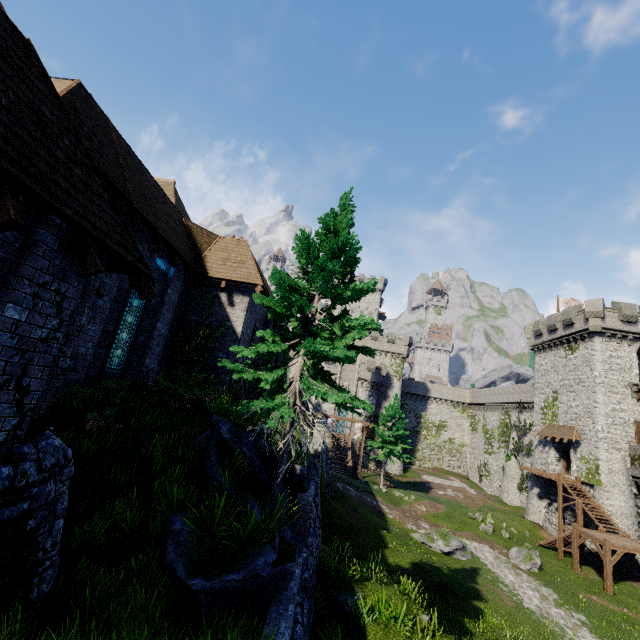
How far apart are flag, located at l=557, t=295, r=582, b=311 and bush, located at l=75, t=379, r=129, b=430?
Answer: 46.4m

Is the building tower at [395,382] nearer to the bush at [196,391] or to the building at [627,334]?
the building at [627,334]

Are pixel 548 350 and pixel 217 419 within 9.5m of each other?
no

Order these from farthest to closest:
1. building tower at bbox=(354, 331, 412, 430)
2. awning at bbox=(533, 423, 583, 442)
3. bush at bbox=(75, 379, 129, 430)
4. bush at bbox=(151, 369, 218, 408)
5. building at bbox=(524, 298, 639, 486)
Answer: building tower at bbox=(354, 331, 412, 430)
awning at bbox=(533, 423, 583, 442)
building at bbox=(524, 298, 639, 486)
bush at bbox=(151, 369, 218, 408)
bush at bbox=(75, 379, 129, 430)

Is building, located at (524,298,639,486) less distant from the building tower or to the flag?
→ the flag

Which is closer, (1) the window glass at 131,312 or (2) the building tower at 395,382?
(1) the window glass at 131,312

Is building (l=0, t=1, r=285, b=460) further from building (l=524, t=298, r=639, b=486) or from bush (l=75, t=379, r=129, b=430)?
building (l=524, t=298, r=639, b=486)

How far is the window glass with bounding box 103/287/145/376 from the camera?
11.08m
